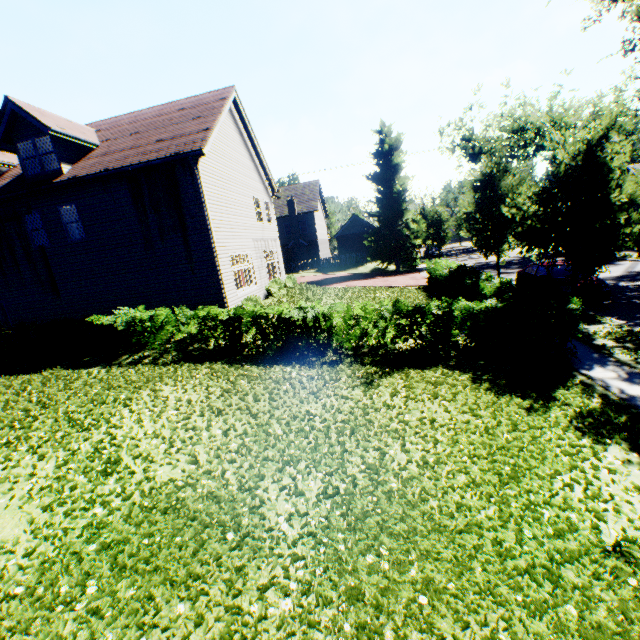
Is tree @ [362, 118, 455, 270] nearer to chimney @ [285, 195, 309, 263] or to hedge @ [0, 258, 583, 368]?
hedge @ [0, 258, 583, 368]

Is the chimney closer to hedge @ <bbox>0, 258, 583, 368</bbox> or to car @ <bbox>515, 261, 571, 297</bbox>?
hedge @ <bbox>0, 258, 583, 368</bbox>

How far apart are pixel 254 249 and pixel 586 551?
17.6 meters

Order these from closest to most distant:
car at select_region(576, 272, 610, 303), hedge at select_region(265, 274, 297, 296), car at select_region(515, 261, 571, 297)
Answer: car at select_region(576, 272, 610, 303) < car at select_region(515, 261, 571, 297) < hedge at select_region(265, 274, 297, 296)

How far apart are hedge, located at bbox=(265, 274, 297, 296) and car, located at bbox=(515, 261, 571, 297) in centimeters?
1311cm

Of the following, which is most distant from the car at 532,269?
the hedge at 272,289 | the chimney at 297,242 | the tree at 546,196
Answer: the chimney at 297,242

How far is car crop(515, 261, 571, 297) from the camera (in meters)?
13.23

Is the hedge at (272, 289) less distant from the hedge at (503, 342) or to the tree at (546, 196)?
the hedge at (503, 342)
